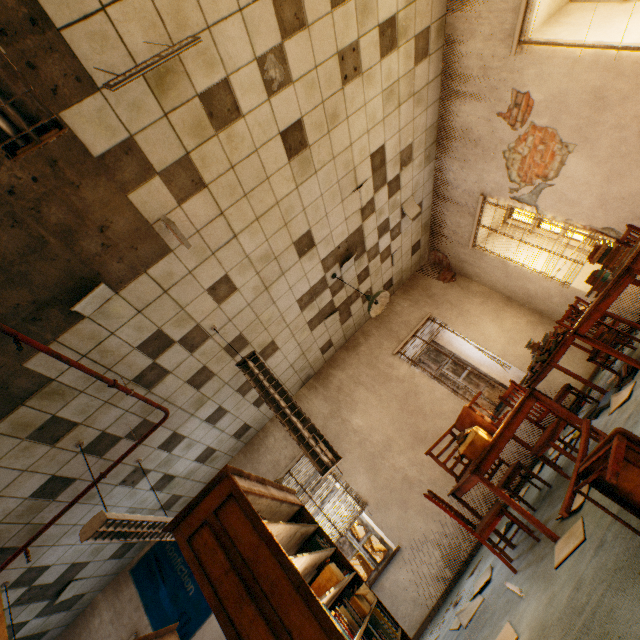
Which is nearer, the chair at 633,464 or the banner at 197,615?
the chair at 633,464

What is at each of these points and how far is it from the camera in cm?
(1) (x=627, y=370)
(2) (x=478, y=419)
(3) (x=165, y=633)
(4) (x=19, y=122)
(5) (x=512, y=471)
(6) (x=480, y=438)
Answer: (1) book, 380
(2) chair, 357
(3) book, 368
(4) lamp, 132
(5) chair, 387
(6) cardboard box, 316

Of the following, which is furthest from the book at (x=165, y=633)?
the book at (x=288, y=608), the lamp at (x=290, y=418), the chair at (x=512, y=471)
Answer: the chair at (x=512, y=471)

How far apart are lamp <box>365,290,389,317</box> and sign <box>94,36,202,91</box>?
3.5m

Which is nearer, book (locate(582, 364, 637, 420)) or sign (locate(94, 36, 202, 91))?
sign (locate(94, 36, 202, 91))

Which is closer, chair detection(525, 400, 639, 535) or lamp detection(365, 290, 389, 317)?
chair detection(525, 400, 639, 535)

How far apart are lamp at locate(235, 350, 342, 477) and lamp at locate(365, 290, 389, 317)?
1.9m

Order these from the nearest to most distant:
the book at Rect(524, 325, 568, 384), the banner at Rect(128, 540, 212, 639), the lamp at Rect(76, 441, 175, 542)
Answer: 1. the lamp at Rect(76, 441, 175, 542)
2. the book at Rect(524, 325, 568, 384)
3. the banner at Rect(128, 540, 212, 639)
